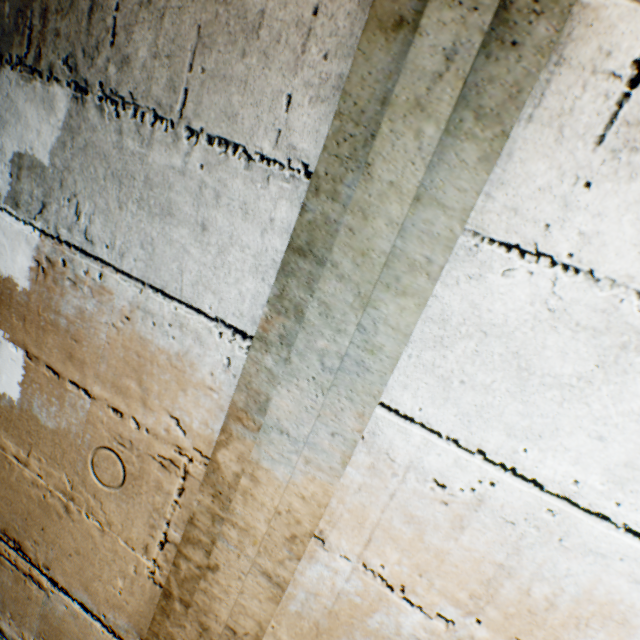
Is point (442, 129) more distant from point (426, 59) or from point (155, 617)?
point (155, 617)
